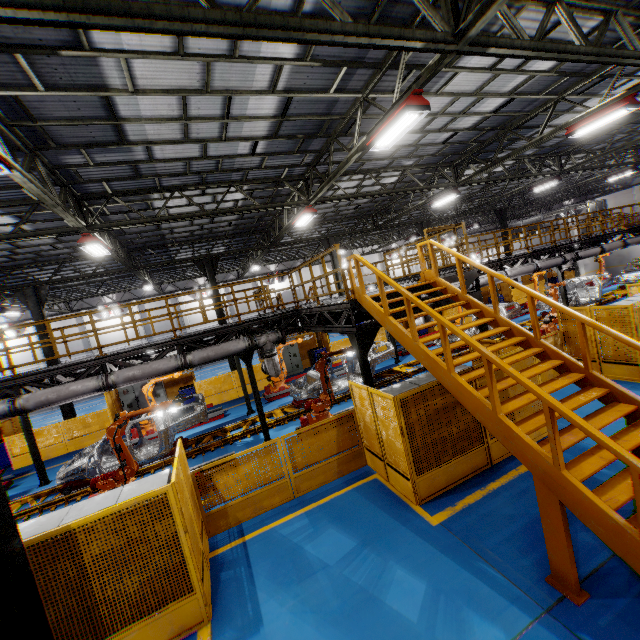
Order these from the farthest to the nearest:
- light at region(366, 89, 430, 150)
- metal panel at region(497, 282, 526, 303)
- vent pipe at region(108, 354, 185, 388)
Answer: metal panel at region(497, 282, 526, 303)
vent pipe at region(108, 354, 185, 388)
light at region(366, 89, 430, 150)

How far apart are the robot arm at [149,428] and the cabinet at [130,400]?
3.3m

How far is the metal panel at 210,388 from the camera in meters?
17.2 m

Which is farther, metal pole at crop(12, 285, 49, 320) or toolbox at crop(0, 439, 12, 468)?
metal pole at crop(12, 285, 49, 320)

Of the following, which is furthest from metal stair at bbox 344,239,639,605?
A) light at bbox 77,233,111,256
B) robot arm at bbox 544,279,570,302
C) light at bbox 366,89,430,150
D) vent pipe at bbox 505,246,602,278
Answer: robot arm at bbox 544,279,570,302

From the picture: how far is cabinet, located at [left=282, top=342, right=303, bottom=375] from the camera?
20.06m

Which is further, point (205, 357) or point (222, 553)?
point (205, 357)

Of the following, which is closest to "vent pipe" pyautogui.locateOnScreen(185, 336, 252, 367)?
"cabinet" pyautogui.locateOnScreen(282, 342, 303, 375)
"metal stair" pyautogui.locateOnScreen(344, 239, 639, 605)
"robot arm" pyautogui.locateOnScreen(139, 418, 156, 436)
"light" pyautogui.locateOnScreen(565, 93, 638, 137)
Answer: "robot arm" pyautogui.locateOnScreen(139, 418, 156, 436)
